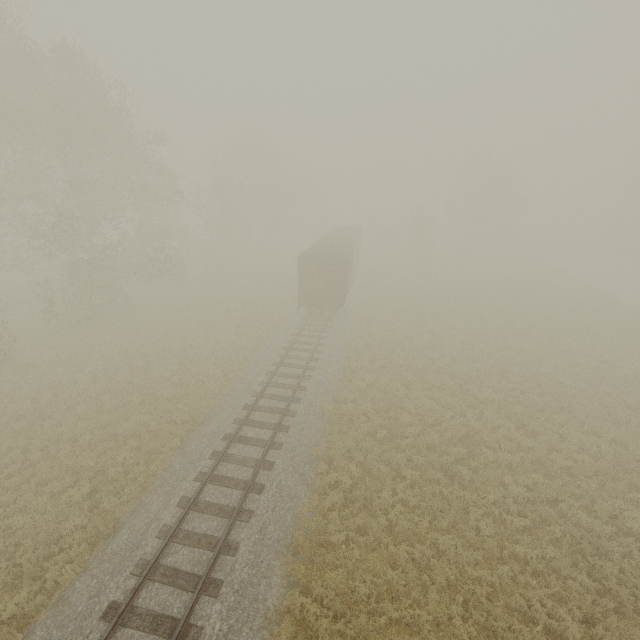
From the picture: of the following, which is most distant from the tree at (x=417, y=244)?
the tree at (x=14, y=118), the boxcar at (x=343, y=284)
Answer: the boxcar at (x=343, y=284)

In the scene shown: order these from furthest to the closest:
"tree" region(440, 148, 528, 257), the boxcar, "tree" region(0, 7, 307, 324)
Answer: "tree" region(440, 148, 528, 257) → the boxcar → "tree" region(0, 7, 307, 324)

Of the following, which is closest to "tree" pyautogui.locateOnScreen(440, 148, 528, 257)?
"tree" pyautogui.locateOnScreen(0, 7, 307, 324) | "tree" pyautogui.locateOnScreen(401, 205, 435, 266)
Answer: "tree" pyautogui.locateOnScreen(401, 205, 435, 266)

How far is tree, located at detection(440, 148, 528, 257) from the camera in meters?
45.3 m

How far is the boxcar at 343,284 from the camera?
22.55m

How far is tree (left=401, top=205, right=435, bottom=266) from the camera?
40.0 meters

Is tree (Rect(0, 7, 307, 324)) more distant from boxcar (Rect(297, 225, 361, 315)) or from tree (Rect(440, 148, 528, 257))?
tree (Rect(440, 148, 528, 257))

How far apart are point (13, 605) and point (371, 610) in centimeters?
895cm
